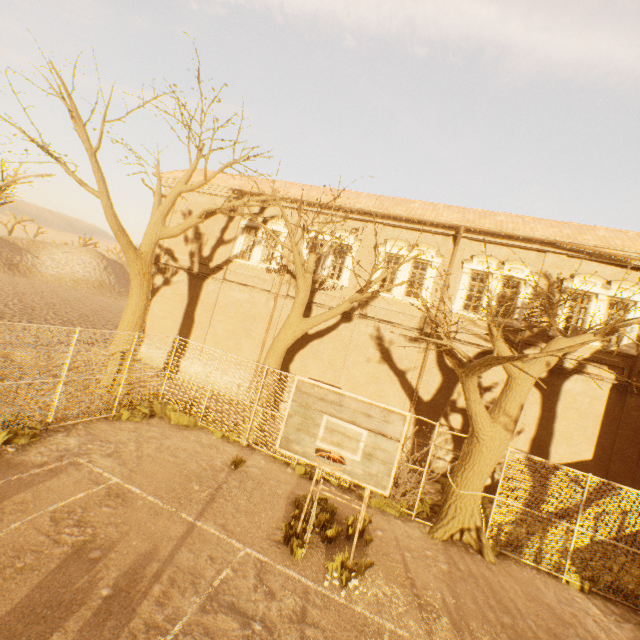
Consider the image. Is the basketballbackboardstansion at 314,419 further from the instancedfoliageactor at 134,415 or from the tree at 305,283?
the instancedfoliageactor at 134,415

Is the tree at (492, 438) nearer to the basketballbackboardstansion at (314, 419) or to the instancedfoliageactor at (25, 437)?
the basketballbackboardstansion at (314, 419)

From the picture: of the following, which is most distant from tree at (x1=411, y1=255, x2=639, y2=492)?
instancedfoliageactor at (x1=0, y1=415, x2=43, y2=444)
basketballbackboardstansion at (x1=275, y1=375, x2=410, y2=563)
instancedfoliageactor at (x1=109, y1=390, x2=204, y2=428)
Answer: instancedfoliageactor at (x1=0, y1=415, x2=43, y2=444)

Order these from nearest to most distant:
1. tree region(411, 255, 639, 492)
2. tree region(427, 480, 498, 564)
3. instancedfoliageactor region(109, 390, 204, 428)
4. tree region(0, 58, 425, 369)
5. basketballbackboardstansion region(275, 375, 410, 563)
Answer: basketballbackboardstansion region(275, 375, 410, 563)
tree region(411, 255, 639, 492)
tree region(427, 480, 498, 564)
tree region(0, 58, 425, 369)
instancedfoliageactor region(109, 390, 204, 428)

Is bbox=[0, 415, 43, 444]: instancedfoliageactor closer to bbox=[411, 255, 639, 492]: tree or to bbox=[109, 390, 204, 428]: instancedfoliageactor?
bbox=[109, 390, 204, 428]: instancedfoliageactor

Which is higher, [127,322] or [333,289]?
[333,289]

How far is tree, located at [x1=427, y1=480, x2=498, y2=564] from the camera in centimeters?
898cm
